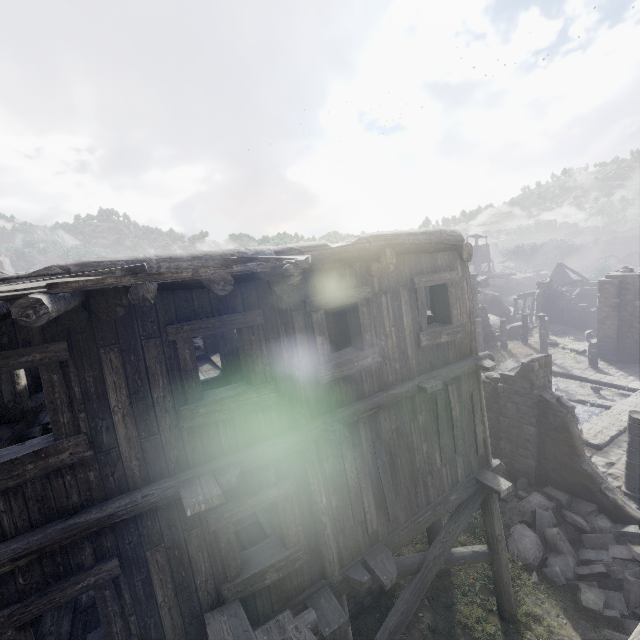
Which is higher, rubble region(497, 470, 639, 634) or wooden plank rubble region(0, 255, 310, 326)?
wooden plank rubble region(0, 255, 310, 326)

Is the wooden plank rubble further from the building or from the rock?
the rock

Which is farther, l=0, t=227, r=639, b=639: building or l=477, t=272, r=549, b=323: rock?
l=477, t=272, r=549, b=323: rock

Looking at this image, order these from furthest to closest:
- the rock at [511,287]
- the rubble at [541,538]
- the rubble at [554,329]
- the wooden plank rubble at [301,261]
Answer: the rock at [511,287]
the rubble at [554,329]
the rubble at [541,538]
the wooden plank rubble at [301,261]

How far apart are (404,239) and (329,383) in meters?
3.1

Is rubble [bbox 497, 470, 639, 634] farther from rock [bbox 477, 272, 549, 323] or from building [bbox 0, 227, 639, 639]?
rock [bbox 477, 272, 549, 323]

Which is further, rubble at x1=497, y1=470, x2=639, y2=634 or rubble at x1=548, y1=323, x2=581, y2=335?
rubble at x1=548, y1=323, x2=581, y2=335

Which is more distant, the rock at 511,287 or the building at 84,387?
the rock at 511,287
